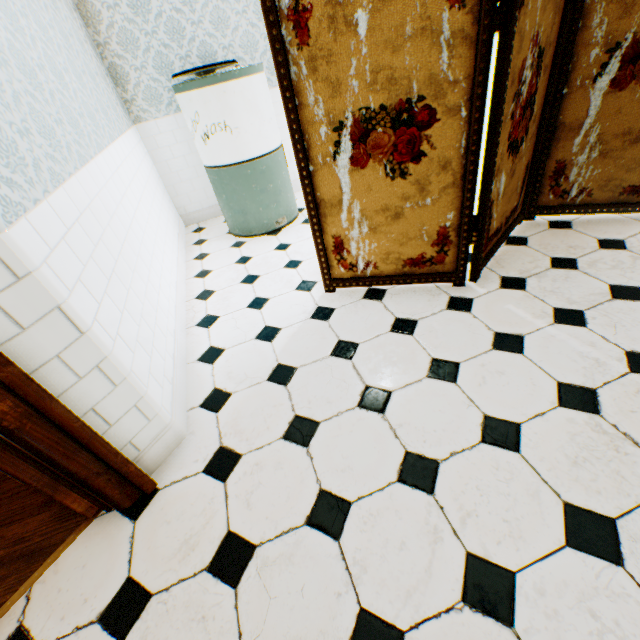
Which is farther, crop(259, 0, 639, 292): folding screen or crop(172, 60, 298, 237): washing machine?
crop(172, 60, 298, 237): washing machine

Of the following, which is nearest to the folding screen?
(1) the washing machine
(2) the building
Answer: (2) the building

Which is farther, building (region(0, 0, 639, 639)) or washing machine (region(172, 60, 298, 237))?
washing machine (region(172, 60, 298, 237))

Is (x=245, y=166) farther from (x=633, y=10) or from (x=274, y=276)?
(x=633, y=10)

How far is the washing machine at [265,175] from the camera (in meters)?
2.75

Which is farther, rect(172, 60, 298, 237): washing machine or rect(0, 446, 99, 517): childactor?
rect(172, 60, 298, 237): washing machine

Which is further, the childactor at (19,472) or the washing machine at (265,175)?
the washing machine at (265,175)

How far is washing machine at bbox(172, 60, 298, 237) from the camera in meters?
2.8
